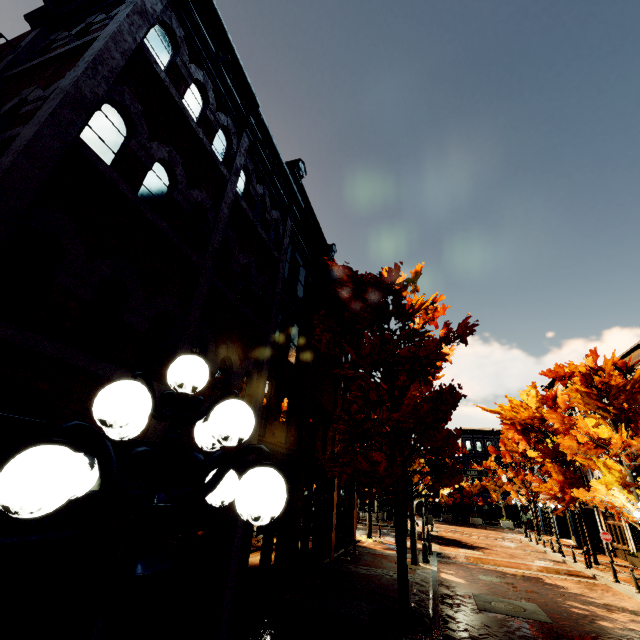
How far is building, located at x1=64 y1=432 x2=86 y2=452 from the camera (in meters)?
3.66

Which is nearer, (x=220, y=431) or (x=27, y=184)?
(x=220, y=431)

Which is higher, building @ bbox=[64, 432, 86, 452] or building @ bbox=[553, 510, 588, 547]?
building @ bbox=[64, 432, 86, 452]

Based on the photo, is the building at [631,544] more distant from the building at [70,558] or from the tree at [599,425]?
the building at [70,558]

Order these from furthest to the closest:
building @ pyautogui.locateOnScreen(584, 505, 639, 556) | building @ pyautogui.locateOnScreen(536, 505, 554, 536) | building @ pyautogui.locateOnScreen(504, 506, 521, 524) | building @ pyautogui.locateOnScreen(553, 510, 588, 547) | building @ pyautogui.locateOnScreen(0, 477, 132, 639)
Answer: building @ pyautogui.locateOnScreen(504, 506, 521, 524)
building @ pyautogui.locateOnScreen(536, 505, 554, 536)
building @ pyautogui.locateOnScreen(553, 510, 588, 547)
building @ pyautogui.locateOnScreen(584, 505, 639, 556)
building @ pyautogui.locateOnScreen(0, 477, 132, 639)

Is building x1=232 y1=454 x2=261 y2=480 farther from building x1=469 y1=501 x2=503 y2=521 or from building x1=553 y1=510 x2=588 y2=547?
building x1=553 y1=510 x2=588 y2=547

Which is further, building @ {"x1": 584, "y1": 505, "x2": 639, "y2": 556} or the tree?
building @ {"x1": 584, "y1": 505, "x2": 639, "y2": 556}
